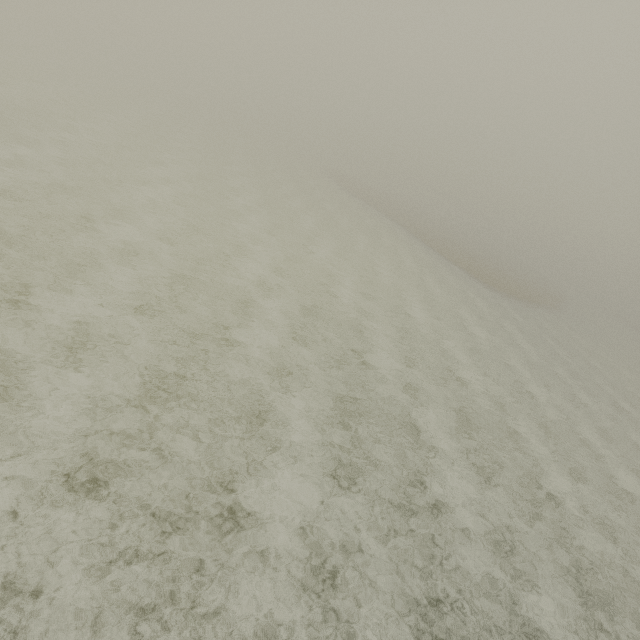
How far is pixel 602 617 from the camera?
7.6m
